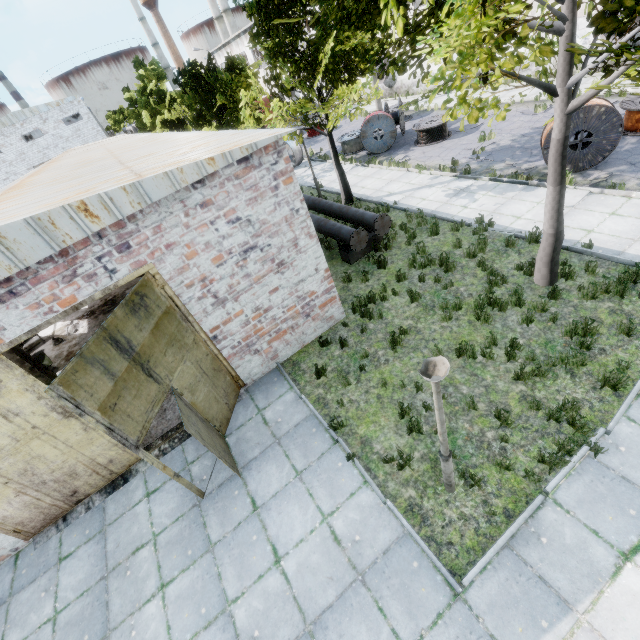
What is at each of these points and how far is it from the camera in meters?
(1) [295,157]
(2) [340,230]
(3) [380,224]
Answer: (1) wire spool, 21.7 m
(2) pipe, 10.8 m
(3) pipe cap, 10.6 m

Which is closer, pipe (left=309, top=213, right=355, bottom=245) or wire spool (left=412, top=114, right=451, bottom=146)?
pipe (left=309, top=213, right=355, bottom=245)

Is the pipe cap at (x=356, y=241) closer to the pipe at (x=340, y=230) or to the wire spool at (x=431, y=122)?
the pipe at (x=340, y=230)

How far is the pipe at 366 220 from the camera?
10.97m

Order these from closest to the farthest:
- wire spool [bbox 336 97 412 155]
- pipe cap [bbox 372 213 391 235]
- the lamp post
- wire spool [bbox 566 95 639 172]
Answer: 1. the lamp post
2. wire spool [bbox 566 95 639 172]
3. pipe cap [bbox 372 213 391 235]
4. wire spool [bbox 336 97 412 155]

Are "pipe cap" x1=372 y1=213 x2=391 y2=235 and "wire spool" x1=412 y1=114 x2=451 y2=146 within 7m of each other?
no

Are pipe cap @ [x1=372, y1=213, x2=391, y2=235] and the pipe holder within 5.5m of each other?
yes

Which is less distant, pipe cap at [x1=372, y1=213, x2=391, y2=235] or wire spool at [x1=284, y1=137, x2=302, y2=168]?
pipe cap at [x1=372, y1=213, x2=391, y2=235]
